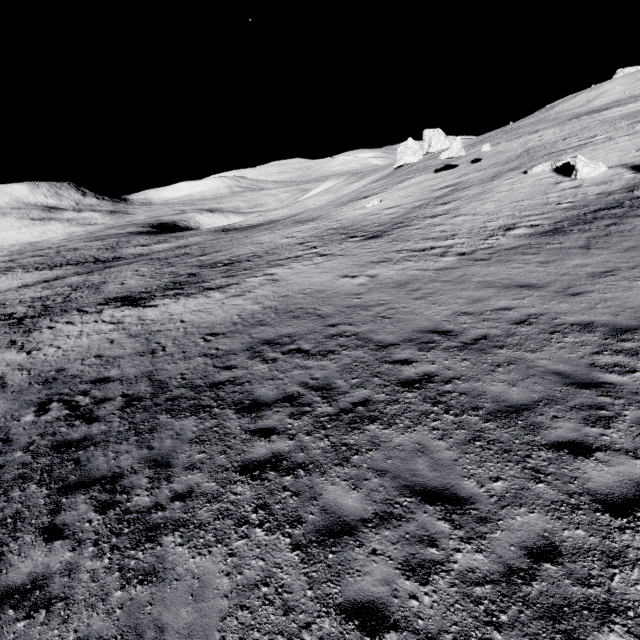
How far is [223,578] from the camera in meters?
4.5 m

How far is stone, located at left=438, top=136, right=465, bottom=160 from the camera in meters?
34.8

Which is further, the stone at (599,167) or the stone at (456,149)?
the stone at (456,149)

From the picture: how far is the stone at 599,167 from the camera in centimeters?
2089cm

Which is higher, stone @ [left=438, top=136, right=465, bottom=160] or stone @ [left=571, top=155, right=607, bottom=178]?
stone @ [left=438, top=136, right=465, bottom=160]

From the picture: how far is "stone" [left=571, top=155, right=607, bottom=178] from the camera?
20.9 meters

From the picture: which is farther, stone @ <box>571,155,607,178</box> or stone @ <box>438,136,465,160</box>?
stone @ <box>438,136,465,160</box>
